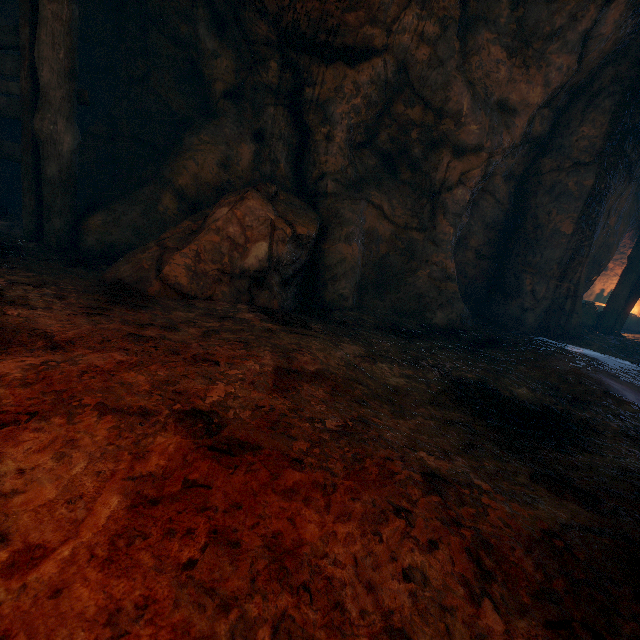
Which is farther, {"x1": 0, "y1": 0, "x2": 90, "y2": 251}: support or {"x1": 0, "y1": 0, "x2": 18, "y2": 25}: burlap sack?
{"x1": 0, "y1": 0, "x2": 18, "y2": 25}: burlap sack

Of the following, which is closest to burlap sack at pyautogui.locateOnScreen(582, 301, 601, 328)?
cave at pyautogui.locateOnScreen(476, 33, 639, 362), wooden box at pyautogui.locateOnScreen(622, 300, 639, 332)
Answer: cave at pyautogui.locateOnScreen(476, 33, 639, 362)

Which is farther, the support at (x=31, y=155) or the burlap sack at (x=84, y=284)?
the support at (x=31, y=155)

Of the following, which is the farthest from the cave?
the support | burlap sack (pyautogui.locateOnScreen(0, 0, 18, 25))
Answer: the support

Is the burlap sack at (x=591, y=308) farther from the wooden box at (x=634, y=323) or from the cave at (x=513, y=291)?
the wooden box at (x=634, y=323)

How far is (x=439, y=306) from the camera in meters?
4.8

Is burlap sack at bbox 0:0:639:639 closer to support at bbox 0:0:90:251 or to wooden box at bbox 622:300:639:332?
support at bbox 0:0:90:251
